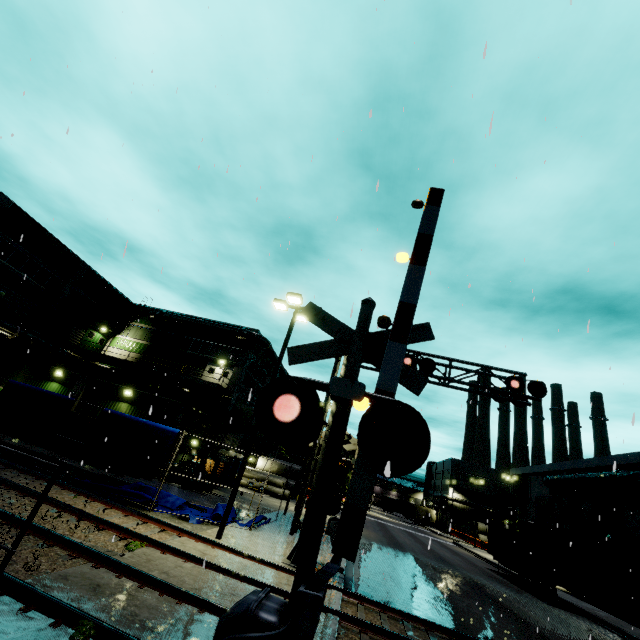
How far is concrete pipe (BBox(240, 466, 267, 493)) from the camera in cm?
3391

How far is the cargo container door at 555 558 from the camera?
20.7m

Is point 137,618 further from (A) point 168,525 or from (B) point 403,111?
(B) point 403,111

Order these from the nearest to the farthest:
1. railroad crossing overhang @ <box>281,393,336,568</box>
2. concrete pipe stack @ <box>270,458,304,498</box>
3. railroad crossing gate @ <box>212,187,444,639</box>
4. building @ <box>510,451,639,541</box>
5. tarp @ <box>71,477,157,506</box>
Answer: railroad crossing gate @ <box>212,187,444,639</box>
railroad crossing overhang @ <box>281,393,336,568</box>
tarp @ <box>71,477,157,506</box>
building @ <box>510,451,639,541</box>
concrete pipe stack @ <box>270,458,304,498</box>

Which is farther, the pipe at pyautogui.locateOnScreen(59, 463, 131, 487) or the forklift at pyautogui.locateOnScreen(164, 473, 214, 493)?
the forklift at pyautogui.locateOnScreen(164, 473, 214, 493)

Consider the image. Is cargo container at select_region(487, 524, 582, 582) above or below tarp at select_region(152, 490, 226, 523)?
above

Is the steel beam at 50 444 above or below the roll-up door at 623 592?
below

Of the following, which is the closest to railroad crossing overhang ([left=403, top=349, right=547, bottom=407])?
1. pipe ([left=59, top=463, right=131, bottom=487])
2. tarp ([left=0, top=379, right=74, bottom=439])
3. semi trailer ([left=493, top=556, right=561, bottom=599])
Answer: pipe ([left=59, top=463, right=131, bottom=487])
